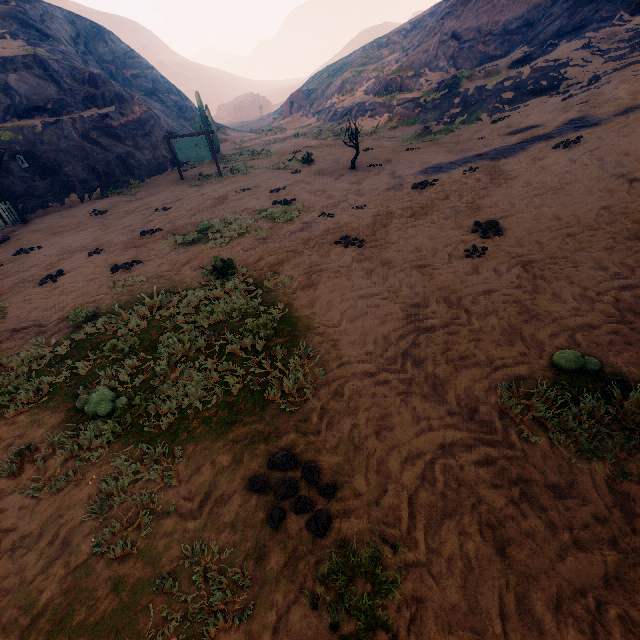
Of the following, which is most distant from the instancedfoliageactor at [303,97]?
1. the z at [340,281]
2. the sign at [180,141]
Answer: the sign at [180,141]

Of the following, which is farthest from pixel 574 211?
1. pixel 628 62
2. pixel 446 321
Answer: pixel 628 62

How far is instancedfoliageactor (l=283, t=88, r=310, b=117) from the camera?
42.12m

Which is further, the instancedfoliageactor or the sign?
the instancedfoliageactor

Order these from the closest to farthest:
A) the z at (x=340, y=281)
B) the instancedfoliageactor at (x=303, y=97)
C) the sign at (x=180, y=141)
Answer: the z at (x=340, y=281)
the sign at (x=180, y=141)
the instancedfoliageactor at (x=303, y=97)

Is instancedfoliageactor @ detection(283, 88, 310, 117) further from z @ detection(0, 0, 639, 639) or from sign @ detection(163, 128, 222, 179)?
sign @ detection(163, 128, 222, 179)

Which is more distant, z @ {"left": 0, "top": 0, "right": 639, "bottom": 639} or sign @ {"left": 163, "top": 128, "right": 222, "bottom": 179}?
sign @ {"left": 163, "top": 128, "right": 222, "bottom": 179}
